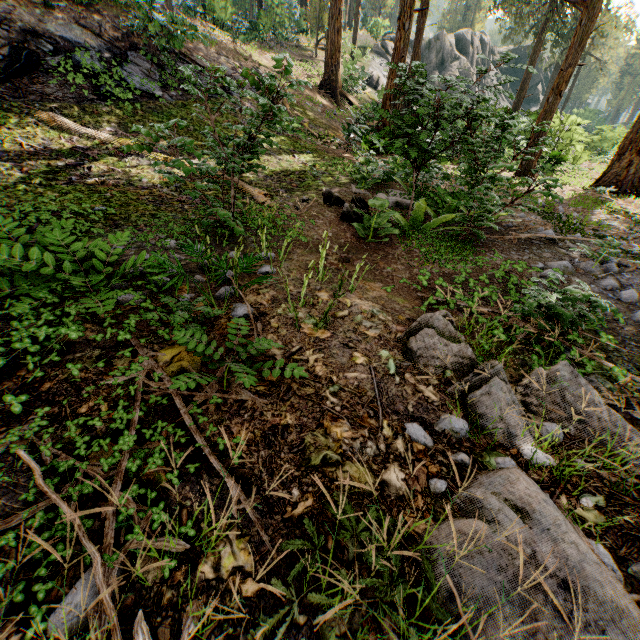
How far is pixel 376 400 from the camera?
2.7m

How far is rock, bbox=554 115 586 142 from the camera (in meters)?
16.53

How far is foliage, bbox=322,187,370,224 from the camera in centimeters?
579cm

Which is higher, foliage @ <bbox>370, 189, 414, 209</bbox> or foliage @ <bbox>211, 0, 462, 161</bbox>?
foliage @ <bbox>211, 0, 462, 161</bbox>

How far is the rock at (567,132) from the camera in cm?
1653

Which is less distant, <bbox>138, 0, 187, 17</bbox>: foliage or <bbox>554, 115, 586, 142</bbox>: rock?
<bbox>138, 0, 187, 17</bbox>: foliage

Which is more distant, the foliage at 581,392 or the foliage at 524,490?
the foliage at 581,392

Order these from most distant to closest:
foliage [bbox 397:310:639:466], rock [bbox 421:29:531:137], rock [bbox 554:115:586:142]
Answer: rock [bbox 554:115:586:142] < rock [bbox 421:29:531:137] < foliage [bbox 397:310:639:466]
